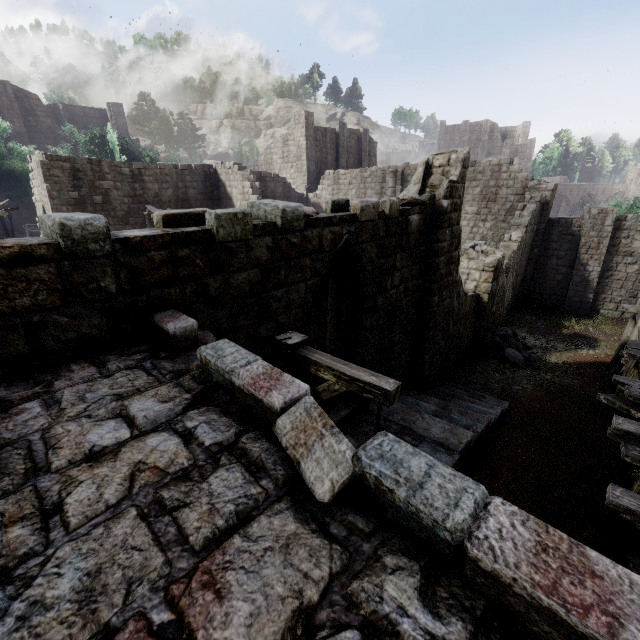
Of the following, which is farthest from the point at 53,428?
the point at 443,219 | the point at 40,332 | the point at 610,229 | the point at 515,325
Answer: the point at 610,229

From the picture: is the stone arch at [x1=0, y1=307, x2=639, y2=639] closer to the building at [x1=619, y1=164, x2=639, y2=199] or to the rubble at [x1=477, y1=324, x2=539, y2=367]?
the building at [x1=619, y1=164, x2=639, y2=199]

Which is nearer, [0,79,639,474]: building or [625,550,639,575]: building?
[0,79,639,474]: building

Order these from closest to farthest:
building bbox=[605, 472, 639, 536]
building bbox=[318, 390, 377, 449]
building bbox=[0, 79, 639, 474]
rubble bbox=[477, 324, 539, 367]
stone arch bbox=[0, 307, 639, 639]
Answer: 1. stone arch bbox=[0, 307, 639, 639]
2. building bbox=[0, 79, 639, 474]
3. building bbox=[605, 472, 639, 536]
4. building bbox=[318, 390, 377, 449]
5. rubble bbox=[477, 324, 539, 367]

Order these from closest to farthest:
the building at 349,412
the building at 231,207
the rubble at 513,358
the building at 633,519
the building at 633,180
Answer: the building at 231,207 < the building at 633,519 < the building at 349,412 < the rubble at 513,358 < the building at 633,180

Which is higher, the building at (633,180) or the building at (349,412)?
the building at (633,180)

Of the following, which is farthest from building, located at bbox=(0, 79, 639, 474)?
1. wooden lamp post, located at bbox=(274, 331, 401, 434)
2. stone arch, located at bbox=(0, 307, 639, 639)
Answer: wooden lamp post, located at bbox=(274, 331, 401, 434)

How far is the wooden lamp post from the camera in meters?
3.0 m
